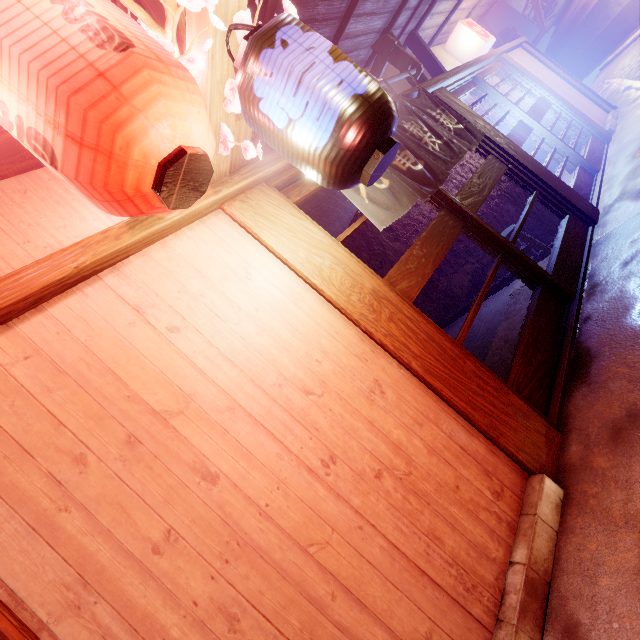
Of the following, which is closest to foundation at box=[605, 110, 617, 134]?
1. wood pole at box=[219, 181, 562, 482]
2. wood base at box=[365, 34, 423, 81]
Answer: wood base at box=[365, 34, 423, 81]

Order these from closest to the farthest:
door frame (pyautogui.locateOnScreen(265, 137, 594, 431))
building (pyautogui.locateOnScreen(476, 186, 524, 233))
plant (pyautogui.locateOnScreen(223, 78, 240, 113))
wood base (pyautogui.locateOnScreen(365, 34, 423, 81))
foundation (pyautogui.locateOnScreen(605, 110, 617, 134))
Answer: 1. plant (pyautogui.locateOnScreen(223, 78, 240, 113))
2. door frame (pyautogui.locateOnScreen(265, 137, 594, 431))
3. wood base (pyautogui.locateOnScreen(365, 34, 423, 81))
4. building (pyautogui.locateOnScreen(476, 186, 524, 233))
5. foundation (pyautogui.locateOnScreen(605, 110, 617, 134))

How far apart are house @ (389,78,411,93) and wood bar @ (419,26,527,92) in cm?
3

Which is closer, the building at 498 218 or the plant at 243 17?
the plant at 243 17

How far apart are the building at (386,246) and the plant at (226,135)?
7.6 meters

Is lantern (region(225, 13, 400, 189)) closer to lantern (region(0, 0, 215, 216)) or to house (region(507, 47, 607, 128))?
lantern (region(0, 0, 215, 216))

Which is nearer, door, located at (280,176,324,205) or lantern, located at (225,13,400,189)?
lantern, located at (225,13,400,189)

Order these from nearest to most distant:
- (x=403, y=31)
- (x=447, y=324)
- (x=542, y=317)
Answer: (x=542, y=317) < (x=403, y=31) < (x=447, y=324)
